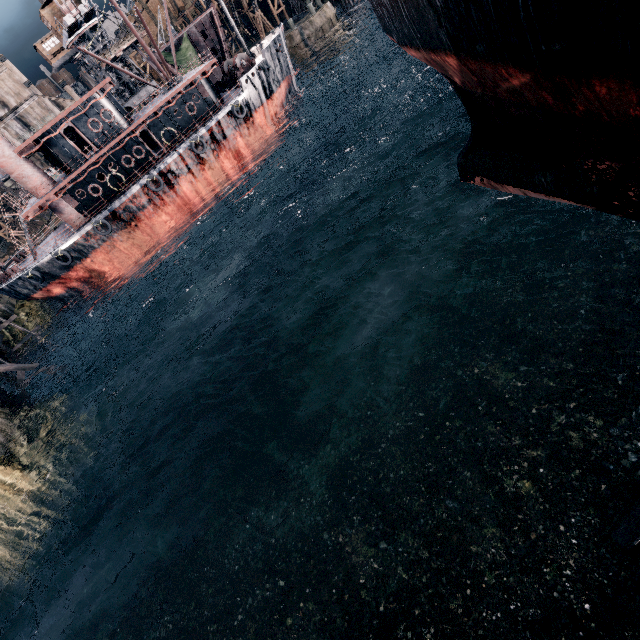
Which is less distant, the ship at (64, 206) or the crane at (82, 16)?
the ship at (64, 206)

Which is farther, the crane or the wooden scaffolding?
the crane

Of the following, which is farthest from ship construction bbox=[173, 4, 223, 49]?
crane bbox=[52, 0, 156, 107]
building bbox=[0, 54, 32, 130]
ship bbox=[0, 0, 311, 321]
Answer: ship bbox=[0, 0, 311, 321]

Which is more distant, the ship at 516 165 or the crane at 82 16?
the crane at 82 16

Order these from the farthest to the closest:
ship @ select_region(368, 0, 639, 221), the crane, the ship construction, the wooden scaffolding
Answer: the ship construction < the crane < the wooden scaffolding < ship @ select_region(368, 0, 639, 221)

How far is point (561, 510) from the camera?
11.5 meters

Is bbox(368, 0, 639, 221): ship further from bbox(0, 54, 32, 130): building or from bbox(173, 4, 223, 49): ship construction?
bbox(0, 54, 32, 130): building

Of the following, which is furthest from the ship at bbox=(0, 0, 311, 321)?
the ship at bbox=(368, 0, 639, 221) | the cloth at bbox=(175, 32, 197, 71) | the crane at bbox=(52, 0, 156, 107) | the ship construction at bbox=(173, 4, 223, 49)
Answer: the ship construction at bbox=(173, 4, 223, 49)
